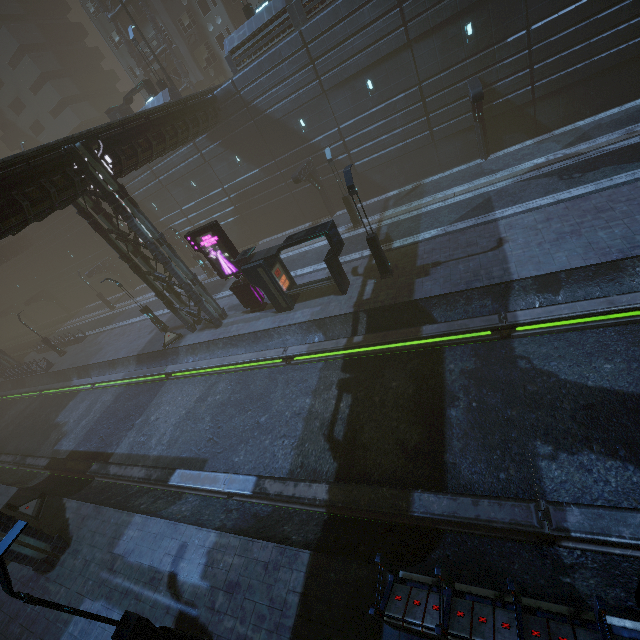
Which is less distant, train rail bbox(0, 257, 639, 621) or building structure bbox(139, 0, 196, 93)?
train rail bbox(0, 257, 639, 621)

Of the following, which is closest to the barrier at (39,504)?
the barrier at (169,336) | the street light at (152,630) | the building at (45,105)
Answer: the building at (45,105)

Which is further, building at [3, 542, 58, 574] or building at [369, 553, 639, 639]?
Answer: building at [3, 542, 58, 574]

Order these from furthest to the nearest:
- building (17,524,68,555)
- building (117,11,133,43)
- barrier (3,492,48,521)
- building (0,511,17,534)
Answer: building (117,11,133,43) < barrier (3,492,48,521) < building (17,524,68,555) < building (0,511,17,534)

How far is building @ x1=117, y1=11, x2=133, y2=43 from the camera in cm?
3531

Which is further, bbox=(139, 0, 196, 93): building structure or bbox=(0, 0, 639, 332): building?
bbox=(139, 0, 196, 93): building structure

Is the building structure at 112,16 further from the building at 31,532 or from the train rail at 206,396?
the train rail at 206,396

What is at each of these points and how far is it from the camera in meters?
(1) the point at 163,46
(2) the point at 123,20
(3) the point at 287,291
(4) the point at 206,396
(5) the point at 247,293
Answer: (1) building structure, 33.3 m
(2) building, 35.7 m
(3) building, 18.6 m
(4) train rail, 18.2 m
(5) sign, 19.8 m
